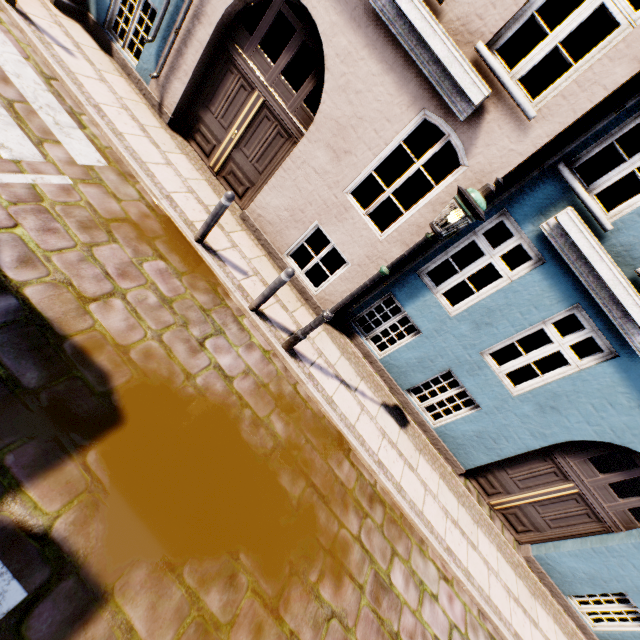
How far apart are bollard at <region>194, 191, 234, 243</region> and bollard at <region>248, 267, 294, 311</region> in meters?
1.3 m

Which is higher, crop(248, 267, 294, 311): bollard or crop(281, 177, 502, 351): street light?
crop(281, 177, 502, 351): street light

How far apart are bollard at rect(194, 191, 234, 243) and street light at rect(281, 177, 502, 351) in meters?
2.2

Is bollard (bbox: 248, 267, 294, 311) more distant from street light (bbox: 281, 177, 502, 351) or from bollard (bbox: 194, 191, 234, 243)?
bollard (bbox: 194, 191, 234, 243)

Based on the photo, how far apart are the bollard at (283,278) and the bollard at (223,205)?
1.33m

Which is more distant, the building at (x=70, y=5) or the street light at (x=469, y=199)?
the building at (x=70, y=5)

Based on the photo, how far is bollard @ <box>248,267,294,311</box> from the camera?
4.9m

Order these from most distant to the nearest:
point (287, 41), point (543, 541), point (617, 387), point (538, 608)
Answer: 1. point (287, 41)
2. point (543, 541)
3. point (538, 608)
4. point (617, 387)
